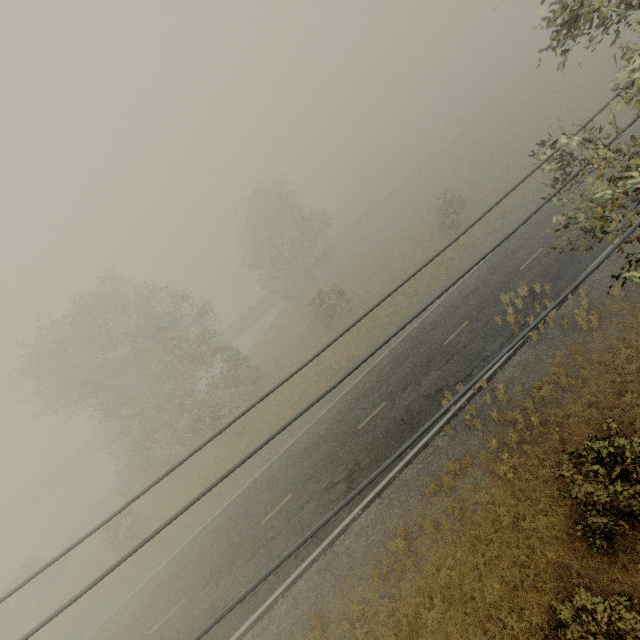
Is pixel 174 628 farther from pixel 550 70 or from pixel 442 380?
pixel 550 70
